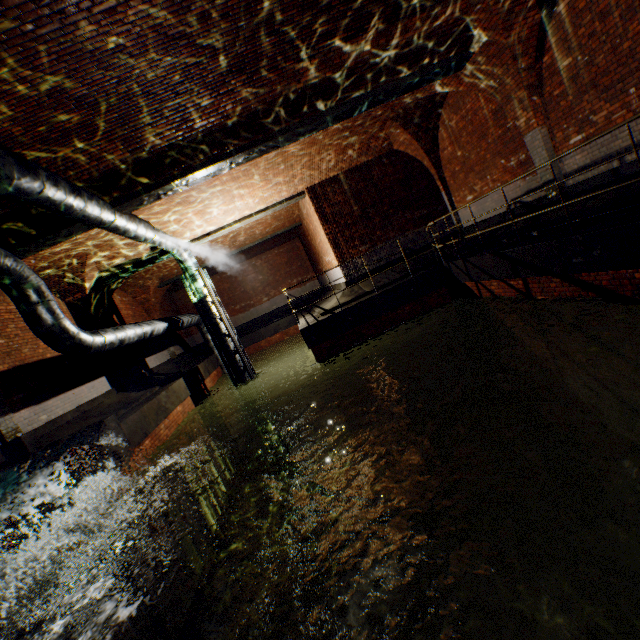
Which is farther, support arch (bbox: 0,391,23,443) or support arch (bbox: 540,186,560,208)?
support arch (bbox: 540,186,560,208)

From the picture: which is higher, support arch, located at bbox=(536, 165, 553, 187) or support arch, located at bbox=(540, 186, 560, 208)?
support arch, located at bbox=(536, 165, 553, 187)

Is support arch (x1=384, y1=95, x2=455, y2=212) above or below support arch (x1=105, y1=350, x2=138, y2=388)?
above

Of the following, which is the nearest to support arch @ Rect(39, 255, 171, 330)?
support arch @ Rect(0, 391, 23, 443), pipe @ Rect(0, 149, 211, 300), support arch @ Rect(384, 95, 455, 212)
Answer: support arch @ Rect(0, 391, 23, 443)

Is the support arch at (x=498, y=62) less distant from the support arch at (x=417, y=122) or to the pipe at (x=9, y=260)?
the support arch at (x=417, y=122)

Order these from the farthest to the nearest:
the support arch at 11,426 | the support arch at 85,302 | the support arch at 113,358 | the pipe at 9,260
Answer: the support arch at 113,358 → the support arch at 85,302 → the support arch at 11,426 → the pipe at 9,260

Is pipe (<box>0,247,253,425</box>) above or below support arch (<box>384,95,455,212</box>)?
below

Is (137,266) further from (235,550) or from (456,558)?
(456,558)
